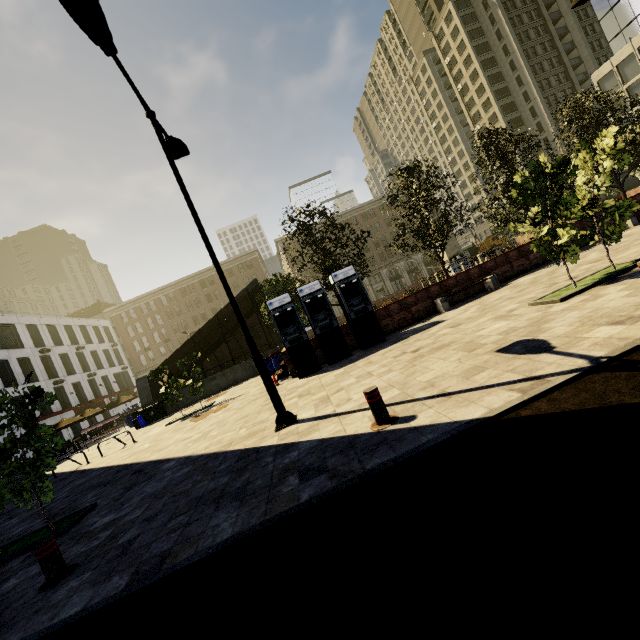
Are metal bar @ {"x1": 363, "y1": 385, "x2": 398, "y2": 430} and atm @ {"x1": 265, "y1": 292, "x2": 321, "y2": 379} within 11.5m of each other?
yes

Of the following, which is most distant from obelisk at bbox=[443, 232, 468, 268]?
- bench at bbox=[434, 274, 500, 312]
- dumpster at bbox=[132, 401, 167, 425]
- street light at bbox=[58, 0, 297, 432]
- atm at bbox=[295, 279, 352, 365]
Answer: dumpster at bbox=[132, 401, 167, 425]

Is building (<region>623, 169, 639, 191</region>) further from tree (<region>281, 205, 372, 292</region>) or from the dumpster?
the dumpster

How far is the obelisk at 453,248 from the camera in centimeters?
2934cm

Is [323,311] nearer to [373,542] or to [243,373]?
[373,542]

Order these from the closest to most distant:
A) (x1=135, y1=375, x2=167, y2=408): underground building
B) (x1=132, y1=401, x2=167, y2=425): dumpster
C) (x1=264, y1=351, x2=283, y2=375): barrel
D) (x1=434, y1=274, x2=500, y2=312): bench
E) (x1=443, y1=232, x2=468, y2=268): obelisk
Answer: (x1=434, y1=274, x2=500, y2=312): bench, (x1=264, y1=351, x2=283, y2=375): barrel, (x1=132, y1=401, x2=167, y2=425): dumpster, (x1=135, y1=375, x2=167, y2=408): underground building, (x1=443, y1=232, x2=468, y2=268): obelisk

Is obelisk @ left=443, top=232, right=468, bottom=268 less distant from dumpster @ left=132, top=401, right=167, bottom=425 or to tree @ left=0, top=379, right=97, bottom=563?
tree @ left=0, top=379, right=97, bottom=563

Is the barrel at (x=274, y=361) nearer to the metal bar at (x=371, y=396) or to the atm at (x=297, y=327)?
the atm at (x=297, y=327)
